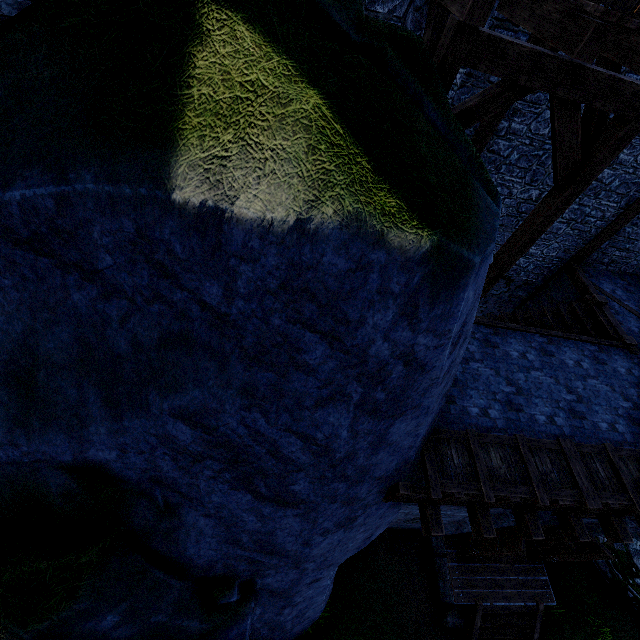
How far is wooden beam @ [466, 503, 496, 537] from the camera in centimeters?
567cm

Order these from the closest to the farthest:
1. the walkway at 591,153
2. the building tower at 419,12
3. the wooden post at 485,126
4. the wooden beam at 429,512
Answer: the walkway at 591,153
the building tower at 419,12
the wooden beam at 429,512
the wooden post at 485,126

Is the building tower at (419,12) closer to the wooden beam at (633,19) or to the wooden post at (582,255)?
the wooden beam at (633,19)

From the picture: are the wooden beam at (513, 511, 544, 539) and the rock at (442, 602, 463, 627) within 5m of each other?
yes

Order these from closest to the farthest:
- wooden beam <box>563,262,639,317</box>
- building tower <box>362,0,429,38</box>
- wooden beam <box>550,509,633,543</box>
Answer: building tower <box>362,0,429,38</box>, wooden beam <box>550,509,633,543</box>, wooden beam <box>563,262,639,317</box>

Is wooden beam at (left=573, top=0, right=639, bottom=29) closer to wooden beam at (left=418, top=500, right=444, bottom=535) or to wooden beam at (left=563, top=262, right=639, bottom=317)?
wooden beam at (left=563, top=262, right=639, bottom=317)

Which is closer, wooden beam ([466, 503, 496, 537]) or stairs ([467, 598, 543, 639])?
wooden beam ([466, 503, 496, 537])

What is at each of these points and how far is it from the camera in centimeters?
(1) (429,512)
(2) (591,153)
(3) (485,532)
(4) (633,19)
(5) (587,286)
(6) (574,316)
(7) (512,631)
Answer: (1) wooden beam, 564cm
(2) walkway, 449cm
(3) wooden beam, 565cm
(4) wooden beam, 306cm
(5) wooden beam, 966cm
(6) stairs, 970cm
(7) stairs, 866cm
